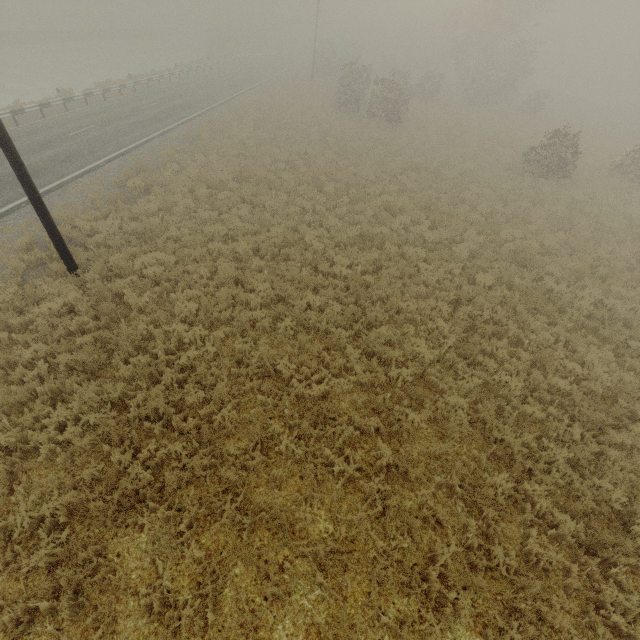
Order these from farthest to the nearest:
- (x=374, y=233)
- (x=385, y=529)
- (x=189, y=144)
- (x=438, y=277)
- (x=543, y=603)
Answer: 1. (x=189, y=144)
2. (x=374, y=233)
3. (x=438, y=277)
4. (x=385, y=529)
5. (x=543, y=603)
